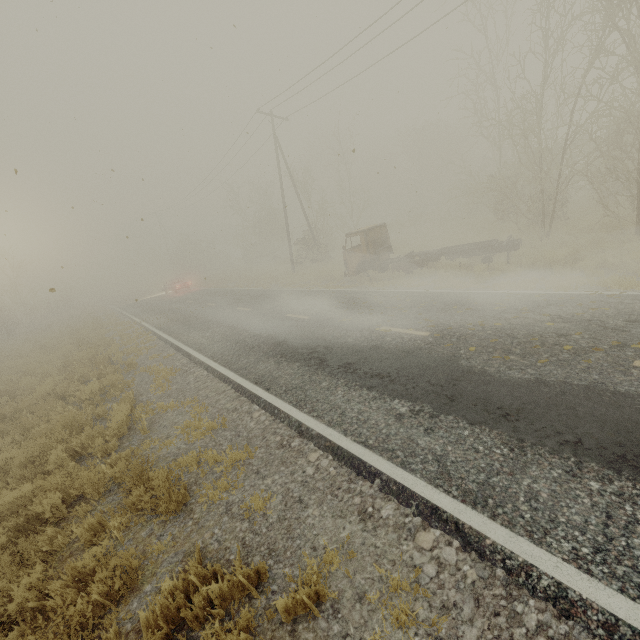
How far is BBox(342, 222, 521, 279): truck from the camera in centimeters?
1341cm

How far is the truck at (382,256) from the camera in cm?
1341

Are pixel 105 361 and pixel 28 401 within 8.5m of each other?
yes
